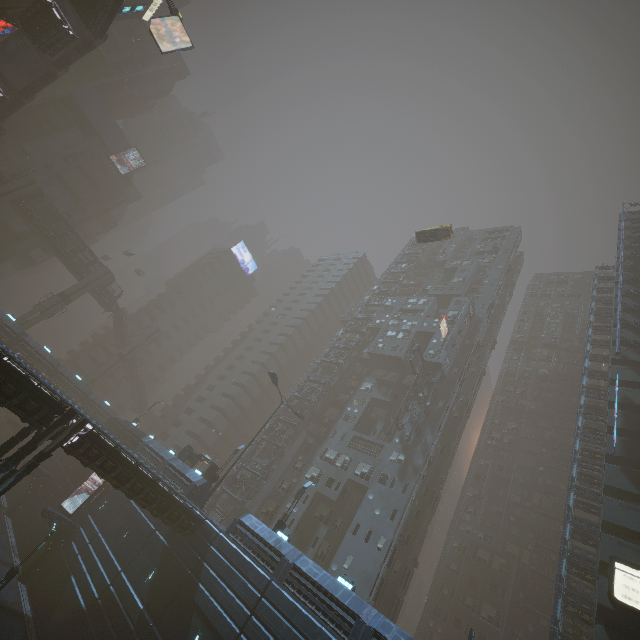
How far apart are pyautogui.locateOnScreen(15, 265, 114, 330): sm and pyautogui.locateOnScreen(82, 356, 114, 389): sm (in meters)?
10.43

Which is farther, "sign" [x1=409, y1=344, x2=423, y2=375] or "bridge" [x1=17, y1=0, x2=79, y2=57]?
"sign" [x1=409, y1=344, x2=423, y2=375]

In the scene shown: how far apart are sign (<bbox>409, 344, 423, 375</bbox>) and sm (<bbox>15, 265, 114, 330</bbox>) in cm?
5412

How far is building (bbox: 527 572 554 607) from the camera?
41.7m

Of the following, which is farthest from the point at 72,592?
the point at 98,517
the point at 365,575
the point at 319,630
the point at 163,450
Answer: the point at 365,575

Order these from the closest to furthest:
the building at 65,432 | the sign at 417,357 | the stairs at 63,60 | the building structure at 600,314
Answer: the building at 65,432, the building structure at 600,314, the stairs at 63,60, the sign at 417,357

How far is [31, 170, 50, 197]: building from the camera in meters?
58.5 m

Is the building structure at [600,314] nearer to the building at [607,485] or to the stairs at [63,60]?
the building at [607,485]
